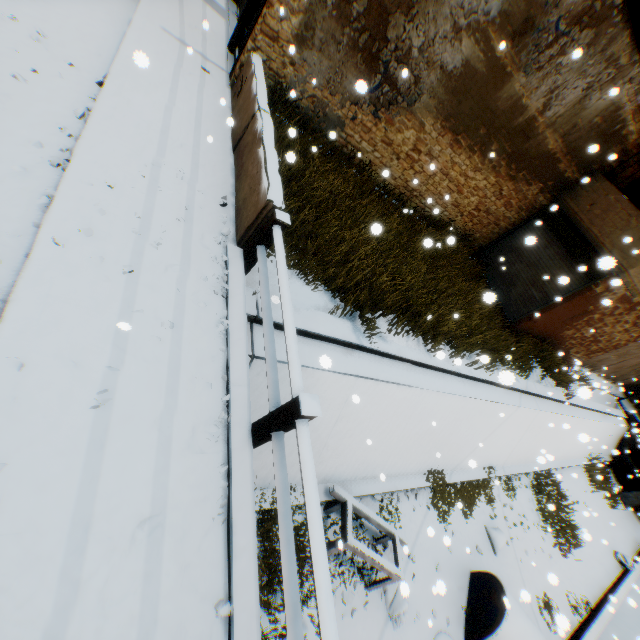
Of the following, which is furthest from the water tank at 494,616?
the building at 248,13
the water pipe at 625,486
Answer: the water pipe at 625,486

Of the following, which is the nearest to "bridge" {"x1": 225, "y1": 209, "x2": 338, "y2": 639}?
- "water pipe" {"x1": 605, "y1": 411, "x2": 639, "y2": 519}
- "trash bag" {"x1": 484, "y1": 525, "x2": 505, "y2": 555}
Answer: "trash bag" {"x1": 484, "y1": 525, "x2": 505, "y2": 555}

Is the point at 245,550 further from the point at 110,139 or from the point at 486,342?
the point at 486,342

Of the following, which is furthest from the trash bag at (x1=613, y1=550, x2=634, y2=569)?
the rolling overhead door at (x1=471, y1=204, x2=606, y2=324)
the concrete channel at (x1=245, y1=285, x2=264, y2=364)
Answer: the rolling overhead door at (x1=471, y1=204, x2=606, y2=324)

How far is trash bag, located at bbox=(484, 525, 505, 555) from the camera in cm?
977

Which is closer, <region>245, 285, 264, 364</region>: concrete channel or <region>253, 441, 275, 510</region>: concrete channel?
<region>245, 285, 264, 364</region>: concrete channel

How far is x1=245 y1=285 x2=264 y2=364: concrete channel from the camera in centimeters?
465cm

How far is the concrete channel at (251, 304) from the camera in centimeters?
465cm
